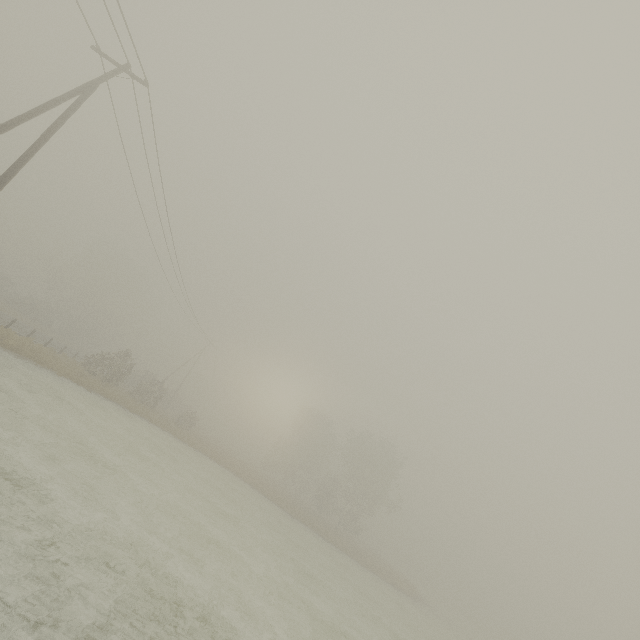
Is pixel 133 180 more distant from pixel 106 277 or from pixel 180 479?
pixel 106 277

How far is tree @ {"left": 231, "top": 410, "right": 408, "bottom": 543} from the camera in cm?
4219

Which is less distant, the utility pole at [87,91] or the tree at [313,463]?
the utility pole at [87,91]

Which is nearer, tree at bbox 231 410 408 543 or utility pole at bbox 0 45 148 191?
utility pole at bbox 0 45 148 191

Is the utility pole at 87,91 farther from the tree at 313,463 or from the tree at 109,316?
the tree at 109,316

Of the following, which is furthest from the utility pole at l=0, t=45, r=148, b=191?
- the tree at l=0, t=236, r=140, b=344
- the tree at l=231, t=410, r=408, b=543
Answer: the tree at l=0, t=236, r=140, b=344

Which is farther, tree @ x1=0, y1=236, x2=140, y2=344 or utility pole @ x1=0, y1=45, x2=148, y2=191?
tree @ x1=0, y1=236, x2=140, y2=344
